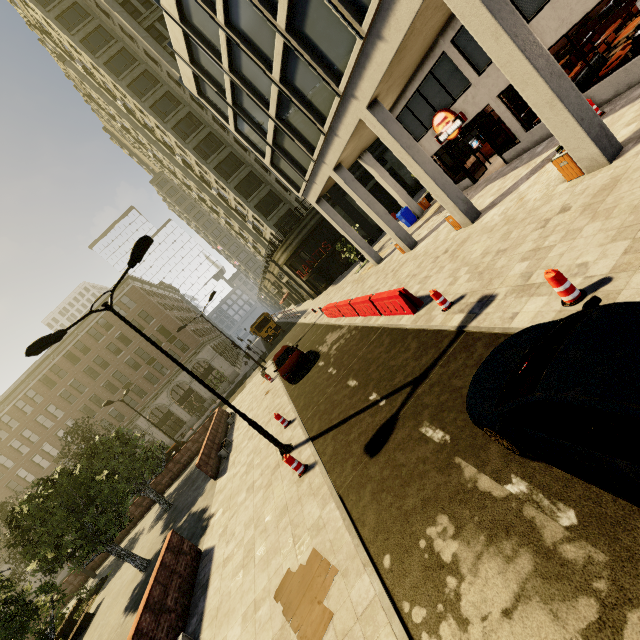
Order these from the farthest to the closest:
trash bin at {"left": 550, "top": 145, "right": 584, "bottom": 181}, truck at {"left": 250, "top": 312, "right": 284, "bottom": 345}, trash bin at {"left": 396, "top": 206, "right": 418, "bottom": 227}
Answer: truck at {"left": 250, "top": 312, "right": 284, "bottom": 345}, trash bin at {"left": 396, "top": 206, "right": 418, "bottom": 227}, trash bin at {"left": 550, "top": 145, "right": 584, "bottom": 181}

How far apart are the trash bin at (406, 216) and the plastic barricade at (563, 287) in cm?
1806

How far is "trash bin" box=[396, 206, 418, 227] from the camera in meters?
22.5

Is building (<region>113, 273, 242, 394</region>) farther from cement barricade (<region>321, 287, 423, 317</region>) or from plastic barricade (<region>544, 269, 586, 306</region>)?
plastic barricade (<region>544, 269, 586, 306</region>)

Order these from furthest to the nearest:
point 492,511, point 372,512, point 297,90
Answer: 1. point 297,90
2. point 372,512
3. point 492,511

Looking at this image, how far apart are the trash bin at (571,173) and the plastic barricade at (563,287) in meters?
5.0

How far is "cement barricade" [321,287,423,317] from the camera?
10.8 meters

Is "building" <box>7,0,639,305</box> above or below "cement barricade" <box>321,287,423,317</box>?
above
